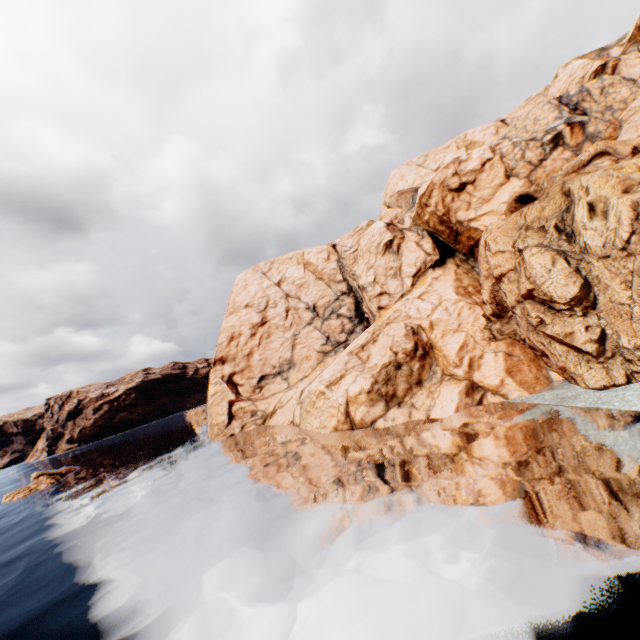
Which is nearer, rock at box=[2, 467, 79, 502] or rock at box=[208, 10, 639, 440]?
rock at box=[208, 10, 639, 440]

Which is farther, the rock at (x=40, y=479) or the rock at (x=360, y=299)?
the rock at (x=40, y=479)

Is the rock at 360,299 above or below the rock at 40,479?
above

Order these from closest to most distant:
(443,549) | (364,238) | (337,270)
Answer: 1. (443,549)
2. (364,238)
3. (337,270)

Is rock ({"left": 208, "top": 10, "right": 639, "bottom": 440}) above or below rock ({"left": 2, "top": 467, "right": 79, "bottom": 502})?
above
